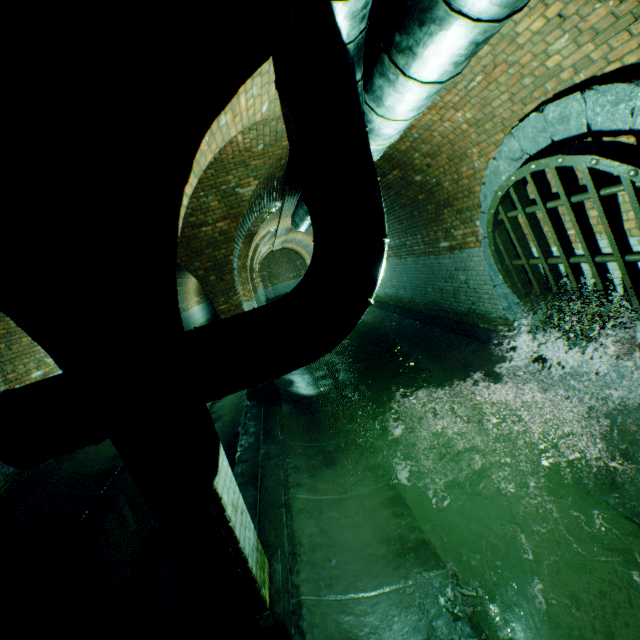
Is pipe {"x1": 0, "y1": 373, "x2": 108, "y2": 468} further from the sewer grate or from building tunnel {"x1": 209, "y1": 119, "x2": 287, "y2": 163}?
the sewer grate

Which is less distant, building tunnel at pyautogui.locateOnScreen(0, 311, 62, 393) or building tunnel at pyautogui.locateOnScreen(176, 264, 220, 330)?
building tunnel at pyautogui.locateOnScreen(0, 311, 62, 393)

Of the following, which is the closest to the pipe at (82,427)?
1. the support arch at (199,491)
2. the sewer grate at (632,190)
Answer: the support arch at (199,491)

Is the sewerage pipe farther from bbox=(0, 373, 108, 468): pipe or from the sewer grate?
bbox=(0, 373, 108, 468): pipe

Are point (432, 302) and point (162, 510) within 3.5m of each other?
no

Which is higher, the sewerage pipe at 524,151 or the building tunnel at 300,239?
the building tunnel at 300,239

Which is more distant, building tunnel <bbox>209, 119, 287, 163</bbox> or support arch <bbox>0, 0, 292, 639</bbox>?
building tunnel <bbox>209, 119, 287, 163</bbox>
